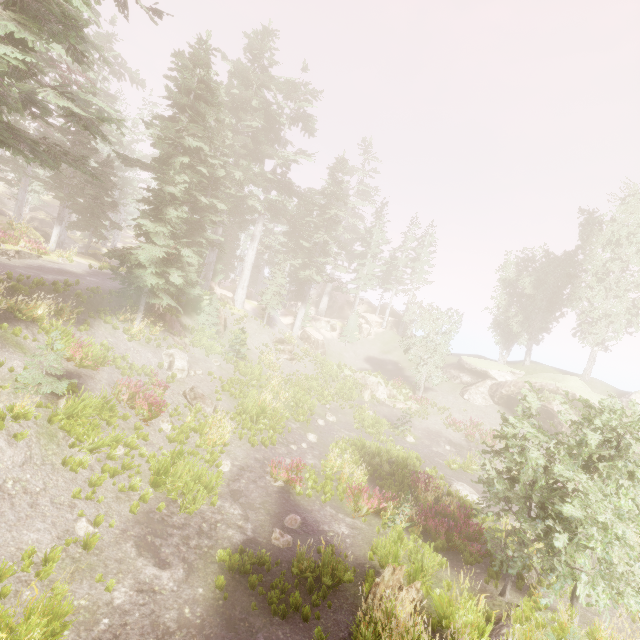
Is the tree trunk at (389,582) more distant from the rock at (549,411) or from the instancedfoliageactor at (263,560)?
the rock at (549,411)

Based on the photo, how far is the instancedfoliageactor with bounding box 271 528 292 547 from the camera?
9.9m

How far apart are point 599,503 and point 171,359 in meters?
18.2

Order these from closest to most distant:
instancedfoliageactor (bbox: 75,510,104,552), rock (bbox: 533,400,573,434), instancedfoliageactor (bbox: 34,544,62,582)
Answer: instancedfoliageactor (bbox: 34,544,62,582), instancedfoliageactor (bbox: 75,510,104,552), rock (bbox: 533,400,573,434)

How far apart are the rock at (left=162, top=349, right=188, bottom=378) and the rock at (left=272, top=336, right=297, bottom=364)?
12.19m

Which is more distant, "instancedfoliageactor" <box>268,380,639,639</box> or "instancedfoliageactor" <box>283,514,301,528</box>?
"instancedfoliageactor" <box>283,514,301,528</box>

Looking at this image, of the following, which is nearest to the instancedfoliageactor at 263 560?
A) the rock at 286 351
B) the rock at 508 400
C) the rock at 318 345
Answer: the rock at 508 400

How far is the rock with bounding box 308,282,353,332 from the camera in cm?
4275
